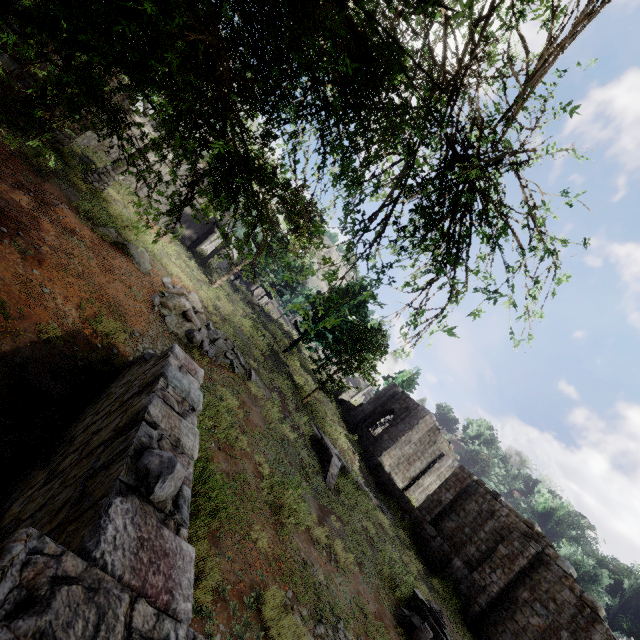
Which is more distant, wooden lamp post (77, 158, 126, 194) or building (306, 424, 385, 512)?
building (306, 424, 385, 512)

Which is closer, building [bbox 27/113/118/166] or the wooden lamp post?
building [bbox 27/113/118/166]

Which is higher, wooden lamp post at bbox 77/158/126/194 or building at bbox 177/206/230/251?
building at bbox 177/206/230/251

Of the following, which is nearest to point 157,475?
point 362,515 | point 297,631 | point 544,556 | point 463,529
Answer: point 297,631

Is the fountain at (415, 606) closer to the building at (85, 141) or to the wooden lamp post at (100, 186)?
the wooden lamp post at (100, 186)

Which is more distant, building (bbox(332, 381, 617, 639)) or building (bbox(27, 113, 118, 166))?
building (bbox(332, 381, 617, 639))

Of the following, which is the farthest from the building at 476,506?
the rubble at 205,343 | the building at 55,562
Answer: the building at 55,562

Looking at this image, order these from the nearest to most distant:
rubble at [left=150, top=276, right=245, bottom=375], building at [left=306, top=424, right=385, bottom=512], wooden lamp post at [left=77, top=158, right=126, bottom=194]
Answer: rubble at [left=150, top=276, right=245, bottom=375]
wooden lamp post at [left=77, top=158, right=126, bottom=194]
building at [left=306, top=424, right=385, bottom=512]
